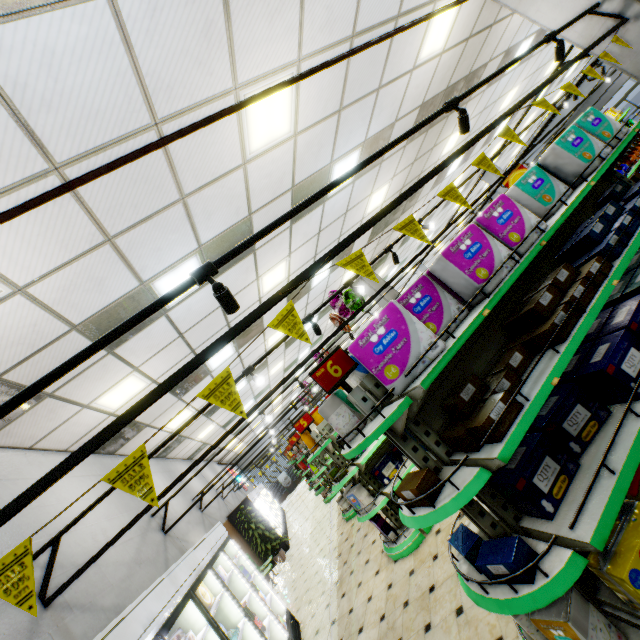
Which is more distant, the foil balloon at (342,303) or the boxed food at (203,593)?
the foil balloon at (342,303)

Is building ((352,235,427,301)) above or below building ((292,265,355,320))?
above

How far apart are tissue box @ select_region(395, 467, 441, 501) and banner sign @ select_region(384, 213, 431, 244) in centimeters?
165cm

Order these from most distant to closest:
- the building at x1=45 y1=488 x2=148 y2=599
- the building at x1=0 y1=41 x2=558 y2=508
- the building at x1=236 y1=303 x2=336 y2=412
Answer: the building at x1=236 y1=303 x2=336 y2=412 → the building at x1=0 y1=41 x2=558 y2=508 → the building at x1=45 y1=488 x2=148 y2=599

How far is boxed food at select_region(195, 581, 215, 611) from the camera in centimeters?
391cm

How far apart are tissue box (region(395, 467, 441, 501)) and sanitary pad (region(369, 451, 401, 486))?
3.09m

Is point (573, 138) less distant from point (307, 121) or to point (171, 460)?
point (307, 121)

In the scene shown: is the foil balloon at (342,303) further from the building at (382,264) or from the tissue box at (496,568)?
the tissue box at (496,568)
